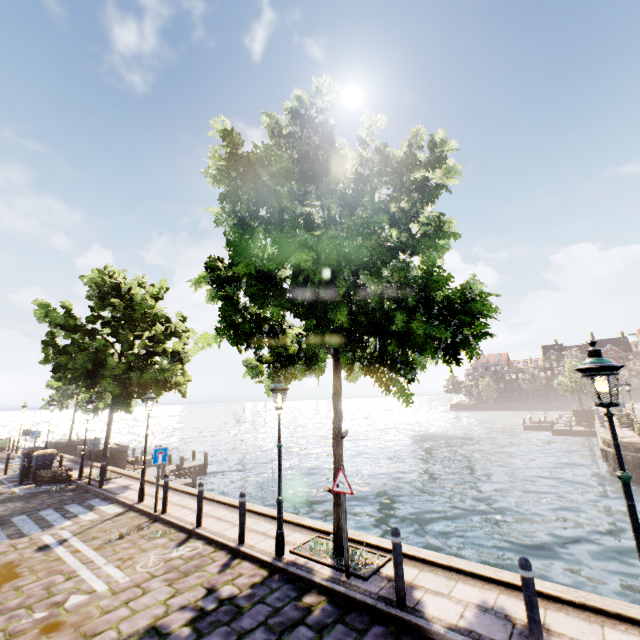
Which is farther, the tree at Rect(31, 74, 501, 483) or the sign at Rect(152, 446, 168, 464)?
the sign at Rect(152, 446, 168, 464)

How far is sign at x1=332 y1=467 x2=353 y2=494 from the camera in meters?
6.3 m

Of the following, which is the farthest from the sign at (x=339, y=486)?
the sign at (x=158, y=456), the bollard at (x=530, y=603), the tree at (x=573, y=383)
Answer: the tree at (x=573, y=383)

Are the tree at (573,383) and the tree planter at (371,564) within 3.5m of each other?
no

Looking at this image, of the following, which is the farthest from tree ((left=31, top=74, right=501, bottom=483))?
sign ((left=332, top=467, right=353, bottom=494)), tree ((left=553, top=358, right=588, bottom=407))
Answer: tree ((left=553, top=358, right=588, bottom=407))

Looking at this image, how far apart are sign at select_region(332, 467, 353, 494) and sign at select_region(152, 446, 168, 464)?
6.7 meters

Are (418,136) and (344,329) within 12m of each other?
yes

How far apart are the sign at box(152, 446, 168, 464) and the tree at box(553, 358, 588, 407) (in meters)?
54.47
